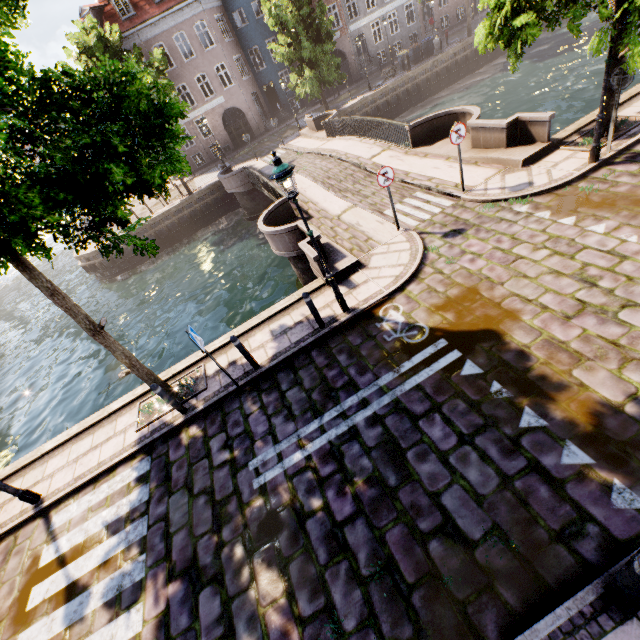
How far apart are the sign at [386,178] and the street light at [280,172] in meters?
3.2 m

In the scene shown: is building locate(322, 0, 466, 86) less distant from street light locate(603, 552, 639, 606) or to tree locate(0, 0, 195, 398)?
tree locate(0, 0, 195, 398)

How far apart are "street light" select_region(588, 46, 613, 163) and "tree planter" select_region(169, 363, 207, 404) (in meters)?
11.47

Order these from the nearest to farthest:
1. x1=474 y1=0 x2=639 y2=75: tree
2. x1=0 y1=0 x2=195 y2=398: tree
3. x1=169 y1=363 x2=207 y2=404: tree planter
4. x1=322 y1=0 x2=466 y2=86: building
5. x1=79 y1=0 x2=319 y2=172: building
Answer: x1=0 y1=0 x2=195 y2=398: tree < x1=474 y1=0 x2=639 y2=75: tree < x1=169 y1=363 x2=207 y2=404: tree planter < x1=79 y1=0 x2=319 y2=172: building < x1=322 y1=0 x2=466 y2=86: building

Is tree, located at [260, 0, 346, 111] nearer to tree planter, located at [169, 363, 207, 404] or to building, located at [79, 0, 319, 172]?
tree planter, located at [169, 363, 207, 404]

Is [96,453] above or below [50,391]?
above

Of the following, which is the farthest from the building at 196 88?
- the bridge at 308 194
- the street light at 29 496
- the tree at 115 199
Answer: the street light at 29 496

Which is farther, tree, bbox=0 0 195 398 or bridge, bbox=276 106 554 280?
bridge, bbox=276 106 554 280
